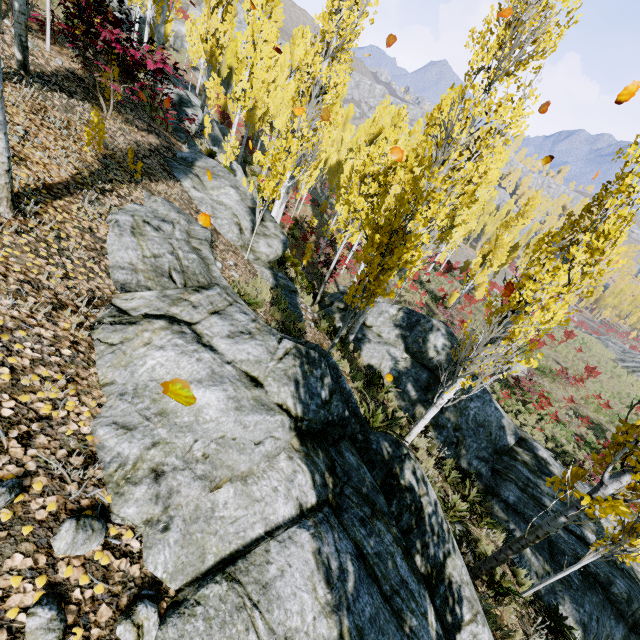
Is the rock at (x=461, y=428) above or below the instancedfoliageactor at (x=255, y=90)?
below

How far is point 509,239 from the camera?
32.8m

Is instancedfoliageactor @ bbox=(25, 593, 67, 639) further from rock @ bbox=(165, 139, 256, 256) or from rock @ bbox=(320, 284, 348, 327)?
rock @ bbox=(320, 284, 348, 327)

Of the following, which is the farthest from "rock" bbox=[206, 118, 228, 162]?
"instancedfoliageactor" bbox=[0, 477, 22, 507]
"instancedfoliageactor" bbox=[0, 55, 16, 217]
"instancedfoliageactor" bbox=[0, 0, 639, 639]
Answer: "instancedfoliageactor" bbox=[0, 477, 22, 507]

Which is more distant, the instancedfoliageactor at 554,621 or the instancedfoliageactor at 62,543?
the instancedfoliageactor at 554,621

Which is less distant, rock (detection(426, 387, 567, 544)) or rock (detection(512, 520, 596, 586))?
rock (detection(512, 520, 596, 586))

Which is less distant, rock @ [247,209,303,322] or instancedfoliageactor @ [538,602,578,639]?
instancedfoliageactor @ [538,602,578,639]

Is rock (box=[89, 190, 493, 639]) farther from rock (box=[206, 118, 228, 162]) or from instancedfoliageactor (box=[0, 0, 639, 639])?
rock (box=[206, 118, 228, 162])
